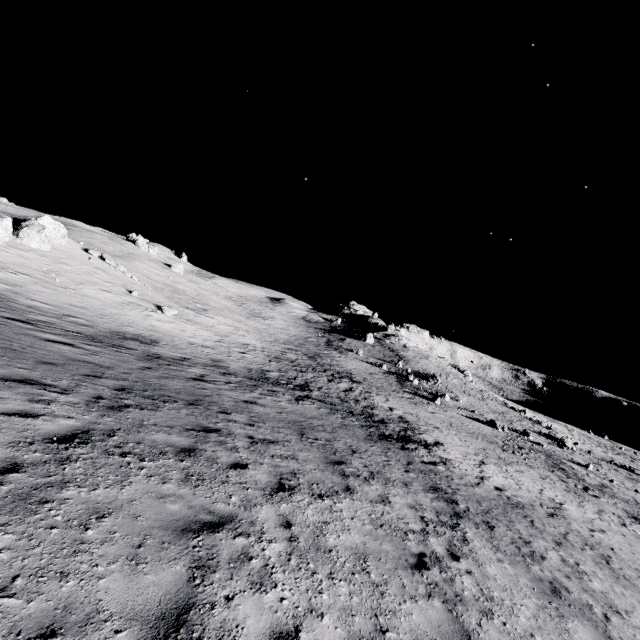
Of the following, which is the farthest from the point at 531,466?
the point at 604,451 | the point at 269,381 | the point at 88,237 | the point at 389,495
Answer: the point at 88,237
